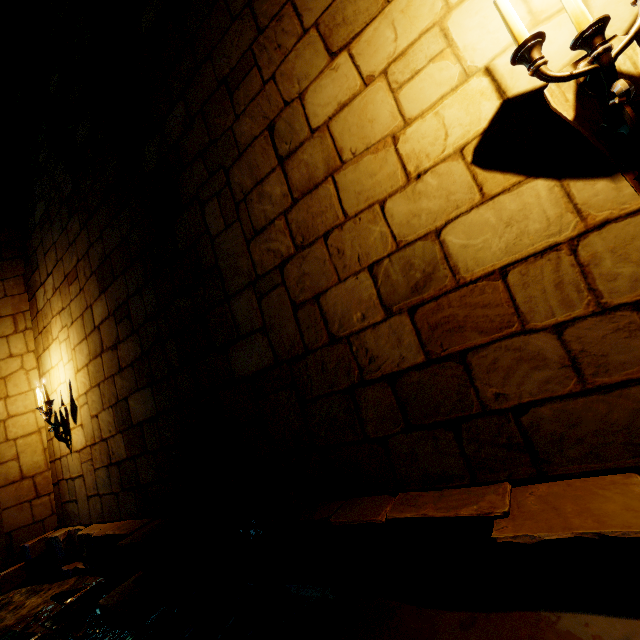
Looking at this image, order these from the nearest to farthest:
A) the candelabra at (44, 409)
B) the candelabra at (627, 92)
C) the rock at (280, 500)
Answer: the candelabra at (627, 92) < the rock at (280, 500) < the candelabra at (44, 409)

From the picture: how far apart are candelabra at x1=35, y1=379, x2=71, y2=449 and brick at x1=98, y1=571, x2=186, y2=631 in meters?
2.4

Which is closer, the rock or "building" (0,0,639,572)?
"building" (0,0,639,572)

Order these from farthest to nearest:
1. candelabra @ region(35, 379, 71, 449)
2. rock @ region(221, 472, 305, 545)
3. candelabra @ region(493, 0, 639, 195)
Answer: candelabra @ region(35, 379, 71, 449) → rock @ region(221, 472, 305, 545) → candelabra @ region(493, 0, 639, 195)

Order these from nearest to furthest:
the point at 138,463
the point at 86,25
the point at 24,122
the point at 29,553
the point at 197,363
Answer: the point at 197,363
the point at 138,463
the point at 86,25
the point at 29,553
the point at 24,122

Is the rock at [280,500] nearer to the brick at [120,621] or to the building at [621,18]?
the building at [621,18]

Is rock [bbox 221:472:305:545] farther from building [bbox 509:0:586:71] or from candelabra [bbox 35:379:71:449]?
candelabra [bbox 35:379:71:449]

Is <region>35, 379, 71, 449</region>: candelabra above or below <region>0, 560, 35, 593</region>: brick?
above
